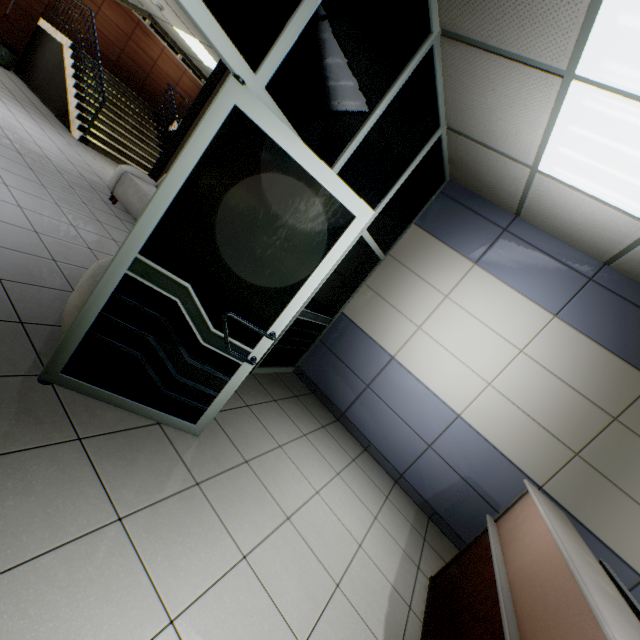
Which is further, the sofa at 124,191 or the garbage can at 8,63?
the garbage can at 8,63

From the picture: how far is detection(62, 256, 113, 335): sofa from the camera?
2.0 meters

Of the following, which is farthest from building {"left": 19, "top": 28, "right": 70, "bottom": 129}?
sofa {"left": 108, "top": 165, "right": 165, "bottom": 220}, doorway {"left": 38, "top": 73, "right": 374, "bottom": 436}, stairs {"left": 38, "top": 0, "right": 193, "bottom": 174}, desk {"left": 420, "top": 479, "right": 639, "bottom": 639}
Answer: desk {"left": 420, "top": 479, "right": 639, "bottom": 639}

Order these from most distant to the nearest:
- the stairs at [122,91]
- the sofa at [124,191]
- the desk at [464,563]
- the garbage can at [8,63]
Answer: the garbage can at [8,63] → the stairs at [122,91] → the sofa at [124,191] → the desk at [464,563]

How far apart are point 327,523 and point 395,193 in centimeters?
314cm

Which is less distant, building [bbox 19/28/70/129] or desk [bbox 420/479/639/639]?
desk [bbox 420/479/639/639]

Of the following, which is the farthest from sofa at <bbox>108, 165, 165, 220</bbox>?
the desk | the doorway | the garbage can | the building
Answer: the garbage can

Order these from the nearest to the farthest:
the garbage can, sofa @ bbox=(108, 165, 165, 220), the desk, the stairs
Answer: the desk
sofa @ bbox=(108, 165, 165, 220)
the stairs
the garbage can
